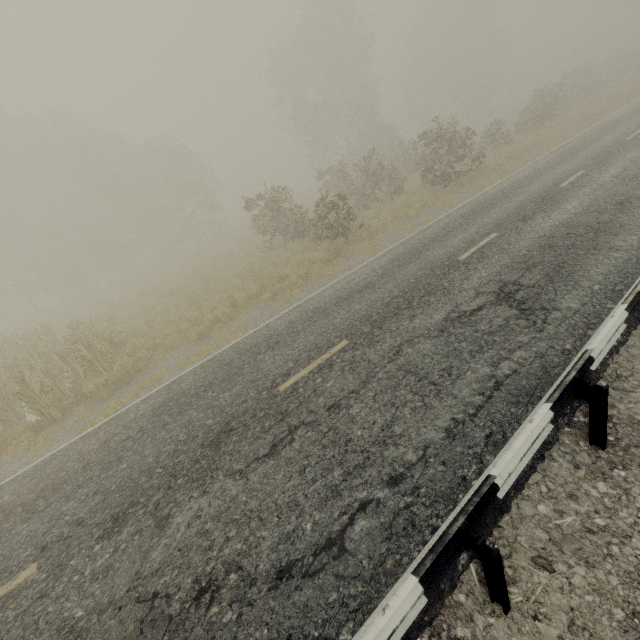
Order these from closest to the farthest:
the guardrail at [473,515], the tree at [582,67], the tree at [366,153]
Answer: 1. the guardrail at [473,515]
2. the tree at [366,153]
3. the tree at [582,67]

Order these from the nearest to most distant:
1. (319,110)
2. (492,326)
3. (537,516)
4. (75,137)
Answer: (537,516) → (492,326) → (75,137) → (319,110)

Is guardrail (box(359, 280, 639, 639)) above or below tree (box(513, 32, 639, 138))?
below

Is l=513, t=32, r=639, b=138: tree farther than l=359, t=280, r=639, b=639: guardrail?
Yes

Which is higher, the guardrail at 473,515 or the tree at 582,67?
the tree at 582,67

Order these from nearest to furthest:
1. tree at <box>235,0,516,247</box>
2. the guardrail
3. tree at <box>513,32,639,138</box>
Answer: the guardrail → tree at <box>235,0,516,247</box> → tree at <box>513,32,639,138</box>
